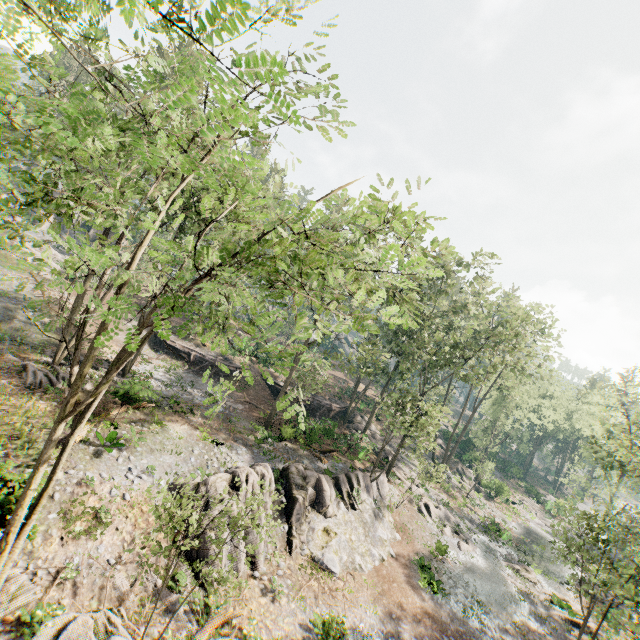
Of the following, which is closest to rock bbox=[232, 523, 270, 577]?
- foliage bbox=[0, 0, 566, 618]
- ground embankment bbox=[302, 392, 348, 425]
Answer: foliage bbox=[0, 0, 566, 618]

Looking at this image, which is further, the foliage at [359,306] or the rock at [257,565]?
the rock at [257,565]

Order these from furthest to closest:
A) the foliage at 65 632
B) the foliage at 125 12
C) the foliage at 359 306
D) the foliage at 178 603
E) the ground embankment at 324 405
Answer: the ground embankment at 324 405 < the foliage at 65 632 < the foliage at 178 603 < the foliage at 359 306 < the foliage at 125 12

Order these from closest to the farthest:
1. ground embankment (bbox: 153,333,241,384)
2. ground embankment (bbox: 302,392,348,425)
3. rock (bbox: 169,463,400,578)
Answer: rock (bbox: 169,463,400,578) < ground embankment (bbox: 153,333,241,384) < ground embankment (bbox: 302,392,348,425)

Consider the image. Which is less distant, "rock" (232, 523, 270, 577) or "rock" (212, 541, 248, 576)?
"rock" (212, 541, 248, 576)

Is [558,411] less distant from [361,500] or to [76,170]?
[361,500]

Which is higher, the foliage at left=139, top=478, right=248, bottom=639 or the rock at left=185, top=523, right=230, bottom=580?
the rock at left=185, top=523, right=230, bottom=580
